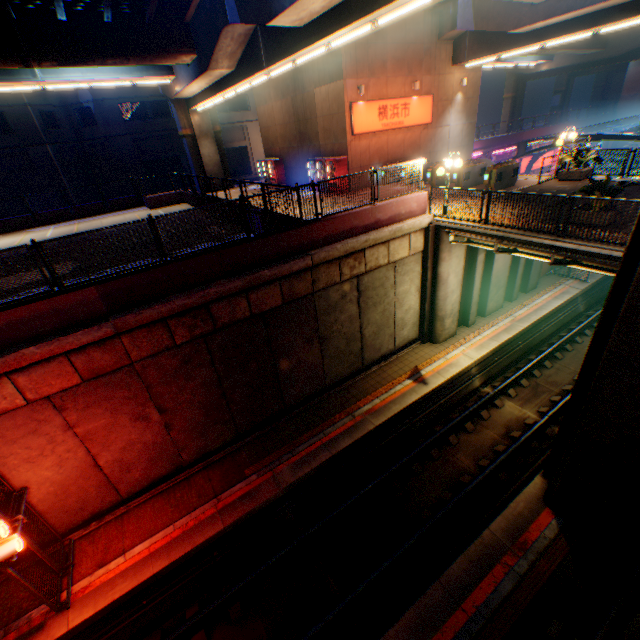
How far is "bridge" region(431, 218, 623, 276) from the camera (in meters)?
9.05

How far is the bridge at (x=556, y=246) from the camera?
9.0 meters

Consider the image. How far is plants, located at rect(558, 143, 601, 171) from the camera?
15.05m

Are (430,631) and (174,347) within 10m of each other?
yes

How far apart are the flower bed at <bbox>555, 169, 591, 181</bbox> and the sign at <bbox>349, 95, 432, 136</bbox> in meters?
9.1 m

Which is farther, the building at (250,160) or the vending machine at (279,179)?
the building at (250,160)

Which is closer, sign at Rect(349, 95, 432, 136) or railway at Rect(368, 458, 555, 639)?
railway at Rect(368, 458, 555, 639)

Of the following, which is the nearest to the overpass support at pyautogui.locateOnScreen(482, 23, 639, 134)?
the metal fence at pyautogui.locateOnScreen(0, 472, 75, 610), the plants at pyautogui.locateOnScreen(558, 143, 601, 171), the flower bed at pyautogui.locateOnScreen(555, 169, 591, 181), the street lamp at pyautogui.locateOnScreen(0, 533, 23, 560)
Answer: the metal fence at pyautogui.locateOnScreen(0, 472, 75, 610)
